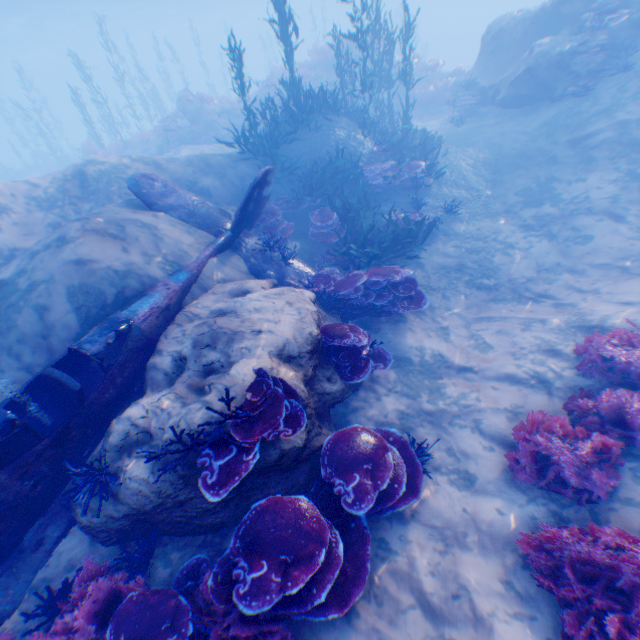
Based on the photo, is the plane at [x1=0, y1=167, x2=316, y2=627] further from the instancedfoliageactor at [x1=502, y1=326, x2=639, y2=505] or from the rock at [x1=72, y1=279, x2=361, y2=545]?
the instancedfoliageactor at [x1=502, y1=326, x2=639, y2=505]

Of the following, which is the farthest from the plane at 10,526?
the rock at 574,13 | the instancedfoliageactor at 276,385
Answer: the instancedfoliageactor at 276,385

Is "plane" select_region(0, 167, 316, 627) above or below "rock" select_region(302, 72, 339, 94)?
below

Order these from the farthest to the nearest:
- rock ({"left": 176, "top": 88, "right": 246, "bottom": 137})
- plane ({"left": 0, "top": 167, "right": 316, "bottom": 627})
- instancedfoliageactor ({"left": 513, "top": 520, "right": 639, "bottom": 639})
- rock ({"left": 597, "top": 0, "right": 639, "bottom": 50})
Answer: rock ({"left": 176, "top": 88, "right": 246, "bottom": 137})
rock ({"left": 597, "top": 0, "right": 639, "bottom": 50})
plane ({"left": 0, "top": 167, "right": 316, "bottom": 627})
instancedfoliageactor ({"left": 513, "top": 520, "right": 639, "bottom": 639})

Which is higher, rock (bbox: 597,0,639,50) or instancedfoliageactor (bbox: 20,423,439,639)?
rock (bbox: 597,0,639,50)

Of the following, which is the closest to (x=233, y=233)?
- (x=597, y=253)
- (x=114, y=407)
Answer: (x=114, y=407)

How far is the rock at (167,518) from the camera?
4.0m

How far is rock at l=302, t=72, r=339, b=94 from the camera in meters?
19.8
